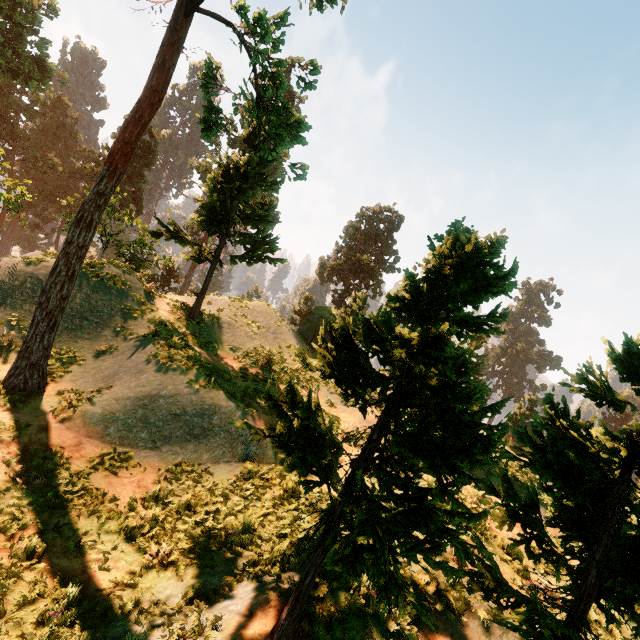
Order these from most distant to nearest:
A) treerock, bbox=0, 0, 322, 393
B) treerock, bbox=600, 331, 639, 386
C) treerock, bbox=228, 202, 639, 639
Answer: treerock, bbox=0, 0, 322, 393, treerock, bbox=600, 331, 639, 386, treerock, bbox=228, 202, 639, 639

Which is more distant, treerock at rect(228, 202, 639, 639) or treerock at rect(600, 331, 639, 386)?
treerock at rect(600, 331, 639, 386)

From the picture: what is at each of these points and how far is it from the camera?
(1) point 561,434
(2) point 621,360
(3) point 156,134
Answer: (1) treerock, 4.9 meters
(2) treerock, 4.3 meters
(3) treerock, 41.0 meters

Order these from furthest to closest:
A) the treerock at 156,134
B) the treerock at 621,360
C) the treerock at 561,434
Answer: the treerock at 156,134 → the treerock at 621,360 → the treerock at 561,434

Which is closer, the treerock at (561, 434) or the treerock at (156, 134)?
the treerock at (561, 434)
